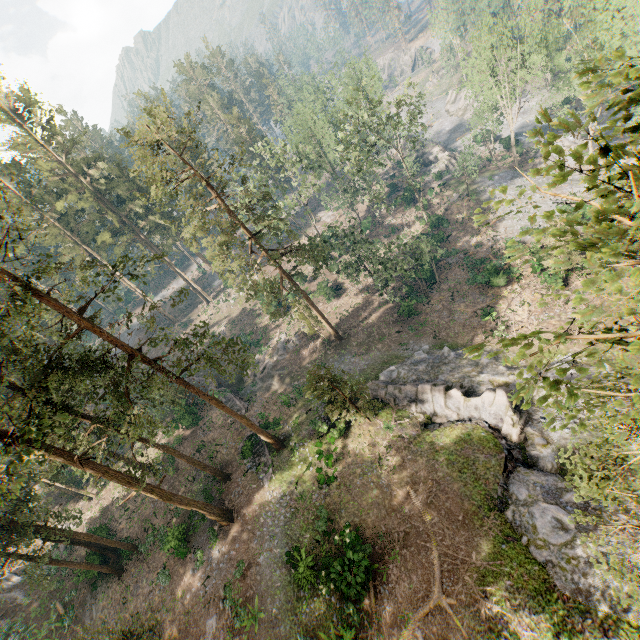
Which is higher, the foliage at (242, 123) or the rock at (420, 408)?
the foliage at (242, 123)

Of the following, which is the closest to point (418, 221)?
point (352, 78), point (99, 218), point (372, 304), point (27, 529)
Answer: point (372, 304)

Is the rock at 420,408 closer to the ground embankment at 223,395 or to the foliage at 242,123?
the foliage at 242,123

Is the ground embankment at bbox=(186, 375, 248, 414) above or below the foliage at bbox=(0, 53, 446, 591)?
below

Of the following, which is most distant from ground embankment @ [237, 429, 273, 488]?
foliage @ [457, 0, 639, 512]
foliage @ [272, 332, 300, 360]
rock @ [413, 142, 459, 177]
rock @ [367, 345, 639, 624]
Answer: rock @ [413, 142, 459, 177]

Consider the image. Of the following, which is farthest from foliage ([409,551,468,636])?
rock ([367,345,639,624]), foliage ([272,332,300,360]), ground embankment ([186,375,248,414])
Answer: foliage ([272,332,300,360])

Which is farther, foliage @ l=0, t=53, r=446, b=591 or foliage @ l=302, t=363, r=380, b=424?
foliage @ l=302, t=363, r=380, b=424

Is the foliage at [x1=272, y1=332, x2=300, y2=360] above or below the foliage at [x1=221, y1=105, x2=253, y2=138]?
below
